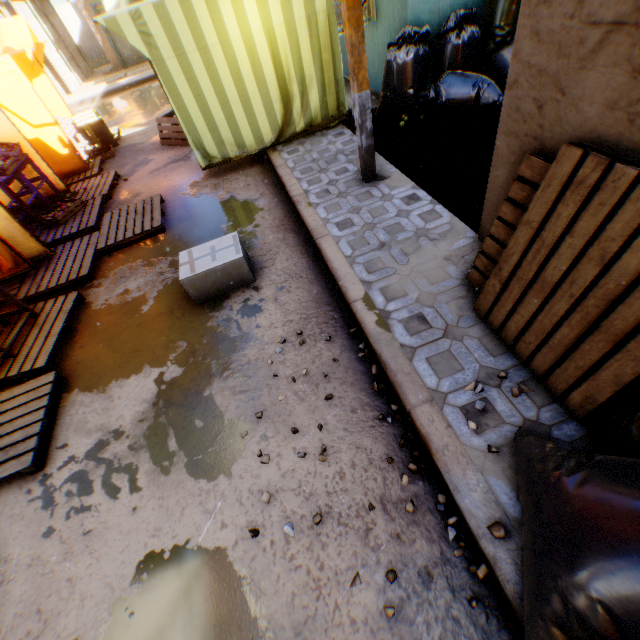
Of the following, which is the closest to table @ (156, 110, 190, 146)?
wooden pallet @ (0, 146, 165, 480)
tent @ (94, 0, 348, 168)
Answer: tent @ (94, 0, 348, 168)

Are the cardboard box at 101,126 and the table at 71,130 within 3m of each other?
yes

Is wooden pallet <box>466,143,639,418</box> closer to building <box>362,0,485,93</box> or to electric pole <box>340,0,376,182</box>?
building <box>362,0,485,93</box>

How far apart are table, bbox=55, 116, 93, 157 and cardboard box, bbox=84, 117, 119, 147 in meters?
0.1

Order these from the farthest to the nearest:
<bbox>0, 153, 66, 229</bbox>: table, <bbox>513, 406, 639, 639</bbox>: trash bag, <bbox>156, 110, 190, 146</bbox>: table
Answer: <bbox>156, 110, 190, 146</bbox>: table < <bbox>0, 153, 66, 229</bbox>: table < <bbox>513, 406, 639, 639</bbox>: trash bag

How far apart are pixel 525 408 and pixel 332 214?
2.9 meters

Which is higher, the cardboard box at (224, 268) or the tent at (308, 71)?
the tent at (308, 71)

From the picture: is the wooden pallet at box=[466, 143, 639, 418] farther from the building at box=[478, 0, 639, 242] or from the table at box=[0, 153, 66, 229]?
the table at box=[0, 153, 66, 229]
